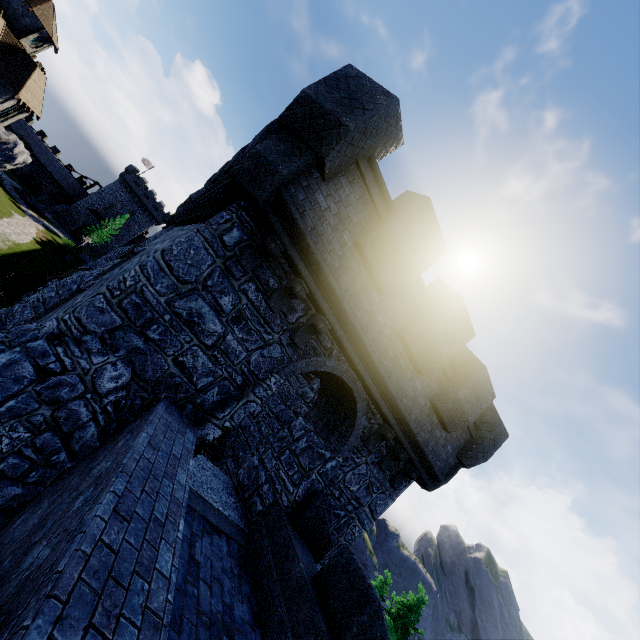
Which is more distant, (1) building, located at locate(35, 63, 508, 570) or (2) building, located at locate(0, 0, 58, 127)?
(2) building, located at locate(0, 0, 58, 127)

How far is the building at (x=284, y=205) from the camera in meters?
5.7 m

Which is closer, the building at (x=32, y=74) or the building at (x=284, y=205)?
the building at (x=284, y=205)

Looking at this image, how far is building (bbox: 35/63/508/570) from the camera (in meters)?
5.70

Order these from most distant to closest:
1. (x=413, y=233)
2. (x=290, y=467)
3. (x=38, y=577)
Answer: (x=290, y=467) → (x=413, y=233) → (x=38, y=577)
